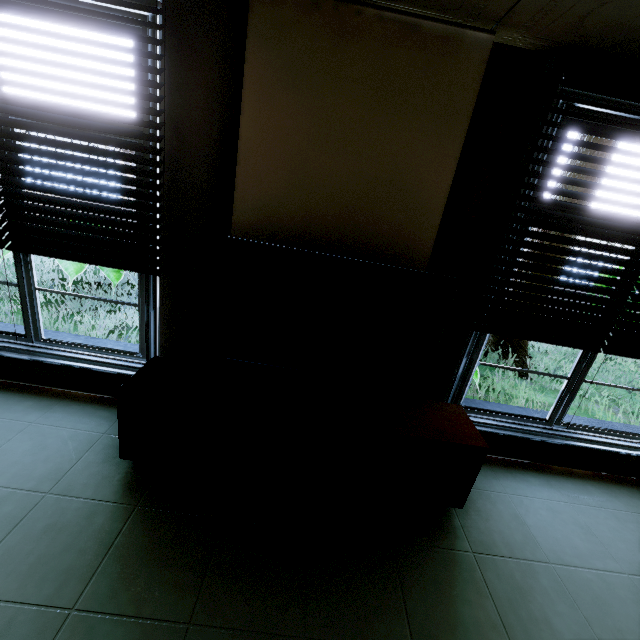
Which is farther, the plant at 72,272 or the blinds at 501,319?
the plant at 72,272

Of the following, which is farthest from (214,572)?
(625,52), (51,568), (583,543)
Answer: (625,52)

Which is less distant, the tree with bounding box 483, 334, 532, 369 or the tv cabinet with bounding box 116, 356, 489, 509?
the tv cabinet with bounding box 116, 356, 489, 509

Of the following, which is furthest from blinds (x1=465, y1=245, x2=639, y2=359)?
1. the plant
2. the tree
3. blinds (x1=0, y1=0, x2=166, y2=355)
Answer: the plant

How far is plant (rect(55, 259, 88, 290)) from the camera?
4.63m

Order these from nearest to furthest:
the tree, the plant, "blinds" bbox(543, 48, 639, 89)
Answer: "blinds" bbox(543, 48, 639, 89), the plant, the tree

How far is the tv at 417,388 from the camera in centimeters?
180cm

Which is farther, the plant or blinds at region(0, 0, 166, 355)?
the plant
